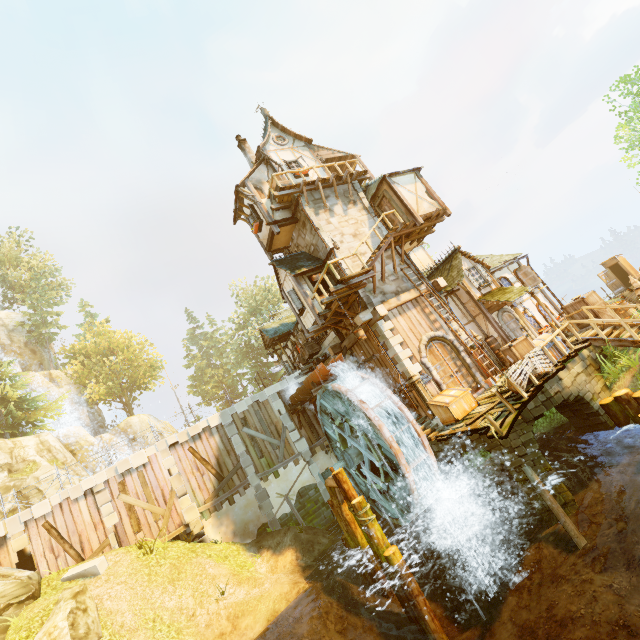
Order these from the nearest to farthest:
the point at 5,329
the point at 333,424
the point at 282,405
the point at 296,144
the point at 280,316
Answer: the point at 333,424 < the point at 296,144 < the point at 282,405 < the point at 280,316 < the point at 5,329

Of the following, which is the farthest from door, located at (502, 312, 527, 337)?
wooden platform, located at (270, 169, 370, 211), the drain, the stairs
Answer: wooden platform, located at (270, 169, 370, 211)

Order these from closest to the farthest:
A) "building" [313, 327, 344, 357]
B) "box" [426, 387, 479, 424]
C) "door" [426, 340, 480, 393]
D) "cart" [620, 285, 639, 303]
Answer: "box" [426, 387, 479, 424]
"door" [426, 340, 480, 393]
"cart" [620, 285, 639, 303]
"building" [313, 327, 344, 357]

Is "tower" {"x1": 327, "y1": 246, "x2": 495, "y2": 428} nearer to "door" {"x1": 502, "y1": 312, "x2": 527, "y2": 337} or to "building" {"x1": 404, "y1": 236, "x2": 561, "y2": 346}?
"building" {"x1": 404, "y1": 236, "x2": 561, "y2": 346}

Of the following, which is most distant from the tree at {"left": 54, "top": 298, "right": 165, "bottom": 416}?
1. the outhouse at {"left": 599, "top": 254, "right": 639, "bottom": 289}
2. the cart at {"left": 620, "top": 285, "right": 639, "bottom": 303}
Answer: the outhouse at {"left": 599, "top": 254, "right": 639, "bottom": 289}

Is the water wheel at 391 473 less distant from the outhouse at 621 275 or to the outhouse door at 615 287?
the outhouse door at 615 287

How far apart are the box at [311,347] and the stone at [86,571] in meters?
13.2

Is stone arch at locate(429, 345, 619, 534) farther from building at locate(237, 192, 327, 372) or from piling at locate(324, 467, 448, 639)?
piling at locate(324, 467, 448, 639)
